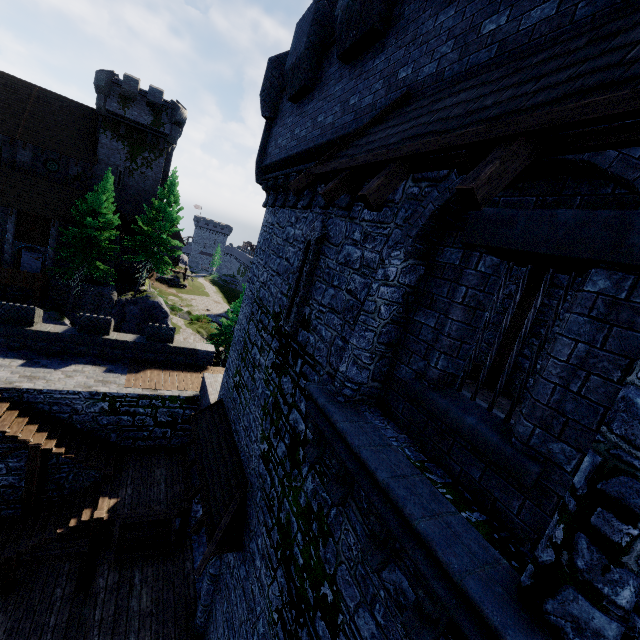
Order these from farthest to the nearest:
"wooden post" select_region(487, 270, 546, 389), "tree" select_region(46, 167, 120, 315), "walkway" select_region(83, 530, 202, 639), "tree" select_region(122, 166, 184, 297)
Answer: "tree" select_region(122, 166, 184, 297)
"tree" select_region(46, 167, 120, 315)
"walkway" select_region(83, 530, 202, 639)
"wooden post" select_region(487, 270, 546, 389)

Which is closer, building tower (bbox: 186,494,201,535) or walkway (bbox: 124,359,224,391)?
building tower (bbox: 186,494,201,535)

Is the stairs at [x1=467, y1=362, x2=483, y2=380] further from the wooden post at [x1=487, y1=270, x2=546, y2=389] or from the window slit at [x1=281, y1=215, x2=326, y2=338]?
the window slit at [x1=281, y1=215, x2=326, y2=338]

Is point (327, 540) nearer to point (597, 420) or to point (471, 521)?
point (471, 521)

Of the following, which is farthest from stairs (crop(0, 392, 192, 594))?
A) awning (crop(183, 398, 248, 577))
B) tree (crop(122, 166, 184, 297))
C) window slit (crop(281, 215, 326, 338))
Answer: tree (crop(122, 166, 184, 297))

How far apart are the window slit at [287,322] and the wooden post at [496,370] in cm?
501

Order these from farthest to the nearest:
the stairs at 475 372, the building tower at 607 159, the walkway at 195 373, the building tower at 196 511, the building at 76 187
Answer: the building at 76 187
the walkway at 195 373
the building tower at 196 511
the stairs at 475 372
the building tower at 607 159

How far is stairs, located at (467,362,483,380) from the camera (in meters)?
8.62
